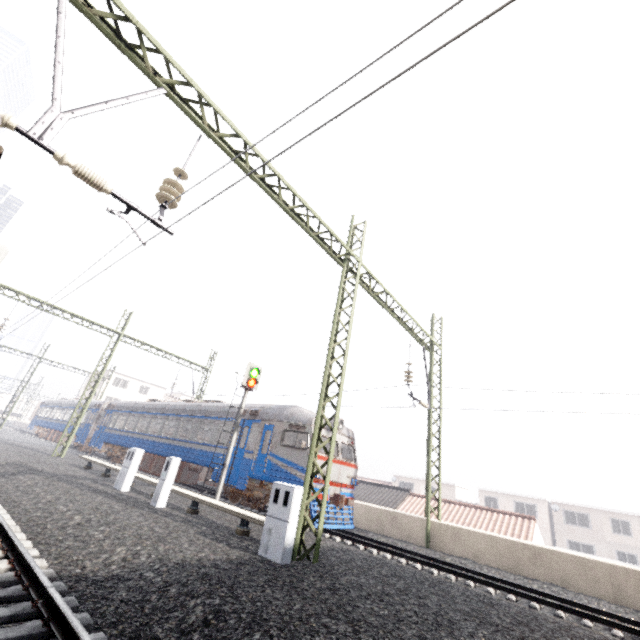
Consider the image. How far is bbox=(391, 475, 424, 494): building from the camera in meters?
47.2

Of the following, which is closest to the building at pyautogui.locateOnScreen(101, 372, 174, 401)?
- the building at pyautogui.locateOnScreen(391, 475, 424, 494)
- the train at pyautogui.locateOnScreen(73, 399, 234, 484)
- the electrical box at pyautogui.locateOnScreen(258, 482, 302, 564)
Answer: the train at pyautogui.locateOnScreen(73, 399, 234, 484)

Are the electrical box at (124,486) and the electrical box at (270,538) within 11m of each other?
yes

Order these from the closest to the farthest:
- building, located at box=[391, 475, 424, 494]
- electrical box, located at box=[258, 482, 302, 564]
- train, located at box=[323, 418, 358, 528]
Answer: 1. electrical box, located at box=[258, 482, 302, 564]
2. train, located at box=[323, 418, 358, 528]
3. building, located at box=[391, 475, 424, 494]

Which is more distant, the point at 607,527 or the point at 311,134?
the point at 607,527

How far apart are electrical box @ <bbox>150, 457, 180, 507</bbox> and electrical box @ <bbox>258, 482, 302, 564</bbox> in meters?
4.8 m

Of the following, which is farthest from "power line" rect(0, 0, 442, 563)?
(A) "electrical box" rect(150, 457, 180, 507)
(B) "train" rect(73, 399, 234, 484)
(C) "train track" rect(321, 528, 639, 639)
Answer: (A) "electrical box" rect(150, 457, 180, 507)

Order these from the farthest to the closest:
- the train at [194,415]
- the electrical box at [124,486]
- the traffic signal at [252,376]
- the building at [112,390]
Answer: the building at [112,390] < the train at [194,415] < the traffic signal at [252,376] < the electrical box at [124,486]
